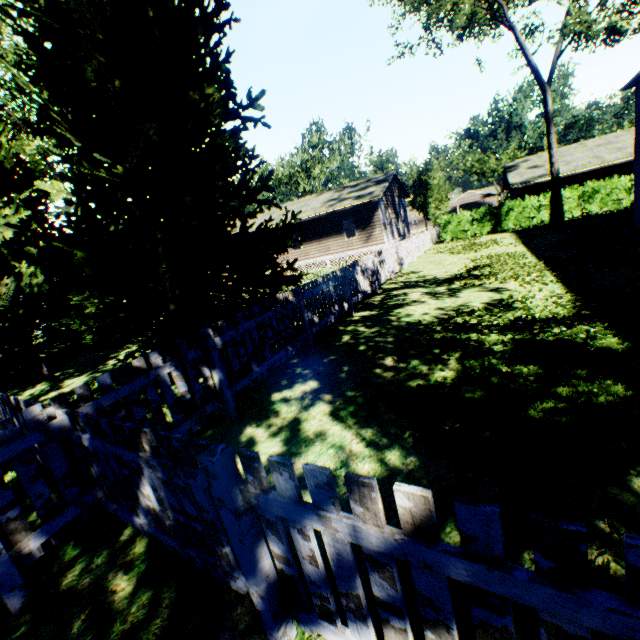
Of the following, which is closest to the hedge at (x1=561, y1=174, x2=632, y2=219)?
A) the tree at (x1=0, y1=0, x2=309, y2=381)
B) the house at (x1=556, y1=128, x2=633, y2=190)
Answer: the tree at (x1=0, y1=0, x2=309, y2=381)

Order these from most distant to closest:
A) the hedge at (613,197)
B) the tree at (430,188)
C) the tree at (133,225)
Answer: the tree at (430,188), the hedge at (613,197), the tree at (133,225)

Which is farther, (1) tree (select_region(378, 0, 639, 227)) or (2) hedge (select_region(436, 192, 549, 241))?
(2) hedge (select_region(436, 192, 549, 241))

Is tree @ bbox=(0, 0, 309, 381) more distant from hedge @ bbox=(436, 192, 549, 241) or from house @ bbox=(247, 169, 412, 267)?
hedge @ bbox=(436, 192, 549, 241)

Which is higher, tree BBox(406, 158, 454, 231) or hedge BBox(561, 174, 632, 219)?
tree BBox(406, 158, 454, 231)

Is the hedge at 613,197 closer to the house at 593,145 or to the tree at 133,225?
the tree at 133,225

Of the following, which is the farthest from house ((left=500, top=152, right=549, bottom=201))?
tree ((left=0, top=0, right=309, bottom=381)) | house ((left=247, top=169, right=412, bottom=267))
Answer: house ((left=247, top=169, right=412, bottom=267))

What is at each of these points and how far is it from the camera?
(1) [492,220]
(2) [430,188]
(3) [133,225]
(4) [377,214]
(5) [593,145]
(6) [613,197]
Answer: (1) hedge, 22.42m
(2) tree, 33.88m
(3) tree, 6.32m
(4) house, 24.11m
(5) house, 25.64m
(6) hedge, 19.44m
